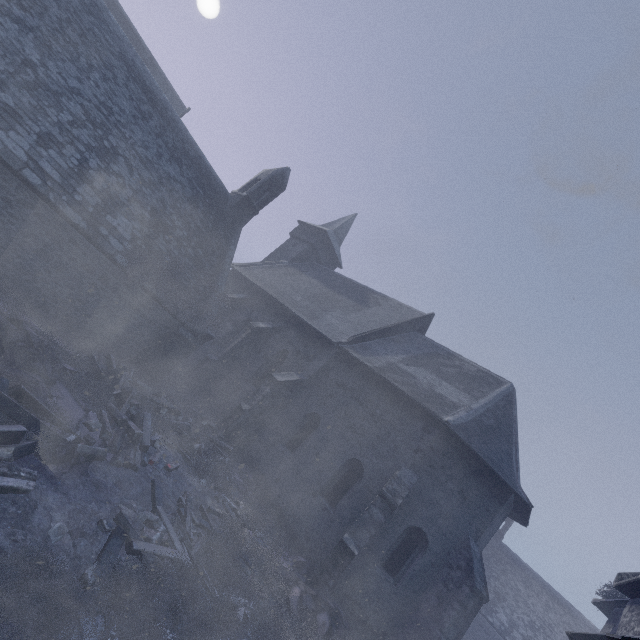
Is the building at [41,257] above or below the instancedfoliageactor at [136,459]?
above

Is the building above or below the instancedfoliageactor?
above

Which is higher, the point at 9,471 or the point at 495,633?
the point at 495,633

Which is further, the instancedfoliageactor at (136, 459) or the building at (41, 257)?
the building at (41, 257)

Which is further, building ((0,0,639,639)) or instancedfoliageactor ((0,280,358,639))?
building ((0,0,639,639))
